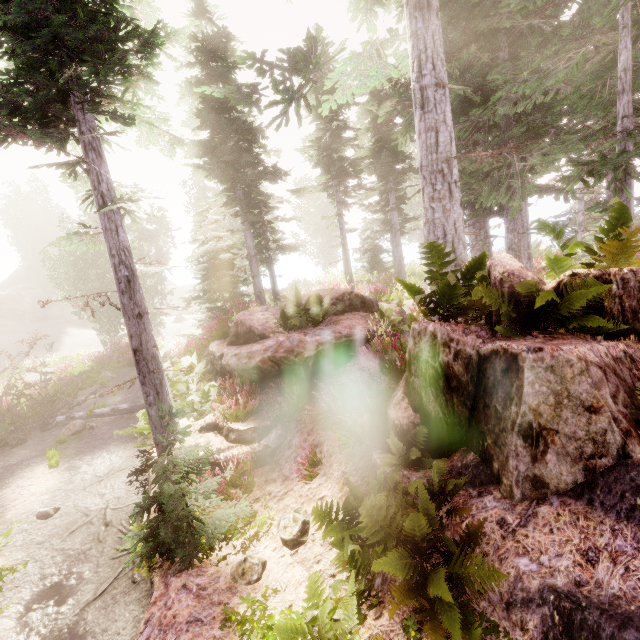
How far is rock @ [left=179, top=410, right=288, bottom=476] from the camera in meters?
7.2

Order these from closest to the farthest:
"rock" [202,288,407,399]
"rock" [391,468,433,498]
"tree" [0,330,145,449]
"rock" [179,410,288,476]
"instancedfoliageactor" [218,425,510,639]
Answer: "instancedfoliageactor" [218,425,510,639] → "rock" [391,468,433,498] → "rock" [179,410,288,476] → "rock" [202,288,407,399] → "tree" [0,330,145,449]

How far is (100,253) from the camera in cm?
2442

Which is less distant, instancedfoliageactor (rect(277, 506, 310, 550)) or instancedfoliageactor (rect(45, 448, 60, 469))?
instancedfoliageactor (rect(277, 506, 310, 550))

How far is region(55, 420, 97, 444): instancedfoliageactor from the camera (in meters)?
11.05

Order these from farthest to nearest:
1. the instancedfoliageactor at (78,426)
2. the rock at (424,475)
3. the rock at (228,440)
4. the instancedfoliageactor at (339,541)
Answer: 1. the instancedfoliageactor at (78,426)
2. the rock at (228,440)
3. the rock at (424,475)
4. the instancedfoliageactor at (339,541)

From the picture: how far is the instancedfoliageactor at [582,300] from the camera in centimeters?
345cm

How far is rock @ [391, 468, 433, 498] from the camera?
4.4 meters
